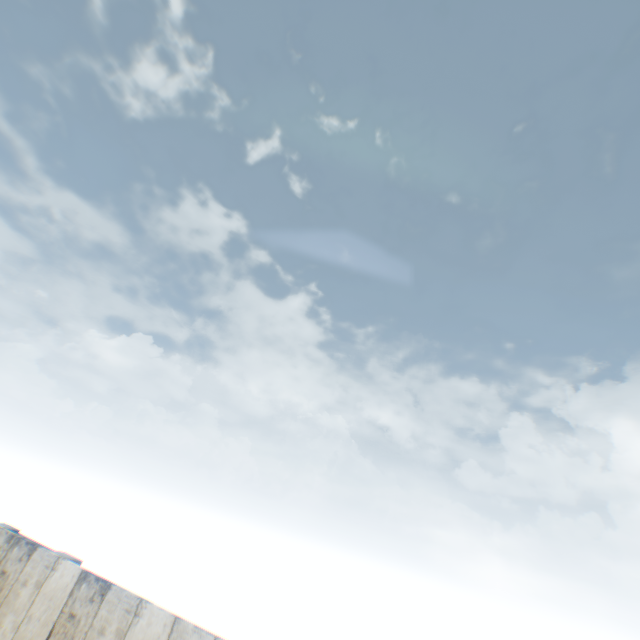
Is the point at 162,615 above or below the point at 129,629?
above
